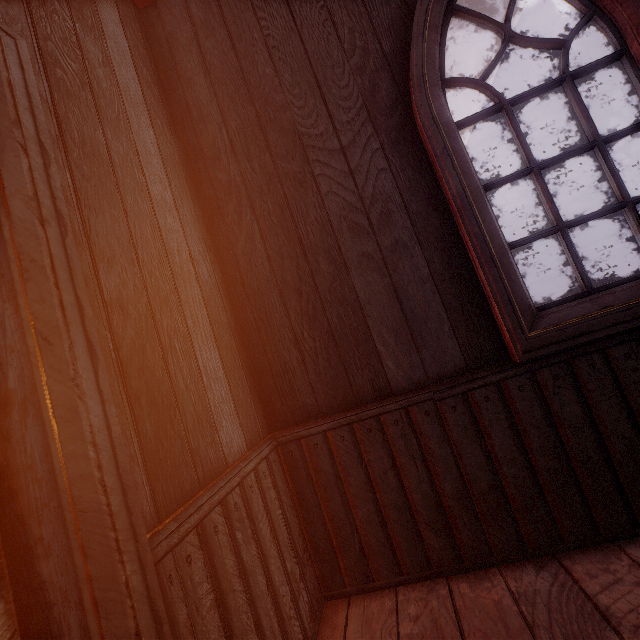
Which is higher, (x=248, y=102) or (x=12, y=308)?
(x=248, y=102)
